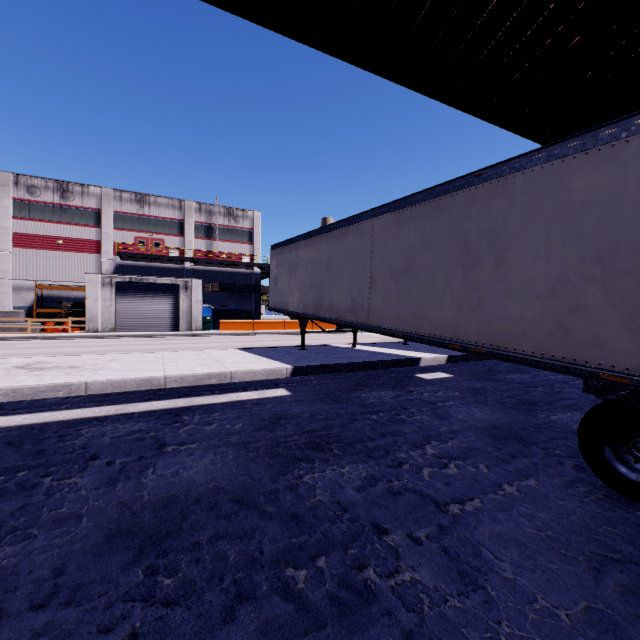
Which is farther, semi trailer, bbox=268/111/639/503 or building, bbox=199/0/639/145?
building, bbox=199/0/639/145

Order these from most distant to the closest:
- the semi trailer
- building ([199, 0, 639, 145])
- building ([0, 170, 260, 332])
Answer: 1. building ([0, 170, 260, 332])
2. building ([199, 0, 639, 145])
3. the semi trailer

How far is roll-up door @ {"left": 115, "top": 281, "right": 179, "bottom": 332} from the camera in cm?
2767

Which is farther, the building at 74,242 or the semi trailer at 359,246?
the building at 74,242

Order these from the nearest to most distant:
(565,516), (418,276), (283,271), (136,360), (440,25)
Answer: (565,516) → (440,25) → (418,276) → (136,360) → (283,271)

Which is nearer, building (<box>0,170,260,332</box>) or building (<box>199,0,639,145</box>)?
building (<box>199,0,639,145</box>)

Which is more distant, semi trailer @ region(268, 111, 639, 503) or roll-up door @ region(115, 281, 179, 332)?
roll-up door @ region(115, 281, 179, 332)

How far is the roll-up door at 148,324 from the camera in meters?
27.7 m
